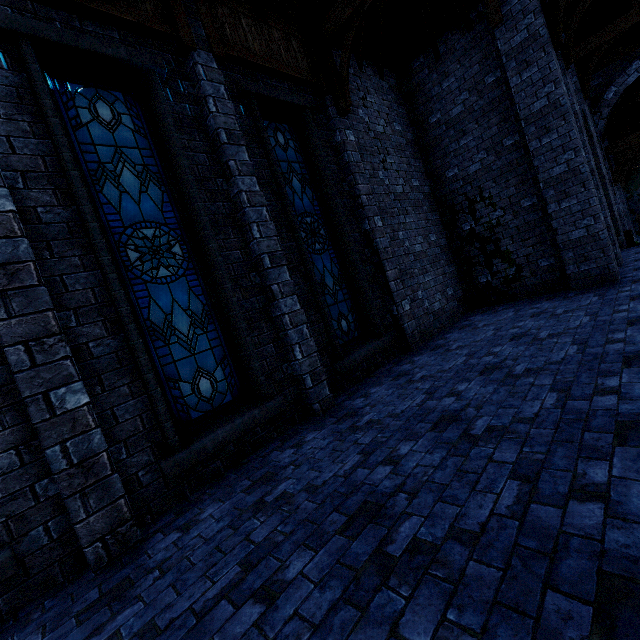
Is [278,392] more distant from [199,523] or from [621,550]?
[621,550]

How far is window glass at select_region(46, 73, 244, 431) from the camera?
4.00m

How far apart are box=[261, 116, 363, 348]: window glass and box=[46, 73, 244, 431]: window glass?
1.8 meters

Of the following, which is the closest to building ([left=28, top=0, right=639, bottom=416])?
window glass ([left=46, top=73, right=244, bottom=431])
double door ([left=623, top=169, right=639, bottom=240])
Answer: double door ([left=623, top=169, right=639, bottom=240])

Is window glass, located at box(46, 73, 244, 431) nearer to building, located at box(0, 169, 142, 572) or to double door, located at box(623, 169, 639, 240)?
building, located at box(0, 169, 142, 572)

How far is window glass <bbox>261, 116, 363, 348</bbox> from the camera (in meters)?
6.17

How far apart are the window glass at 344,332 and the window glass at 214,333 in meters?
1.8

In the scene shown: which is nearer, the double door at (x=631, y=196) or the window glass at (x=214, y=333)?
the window glass at (x=214, y=333)
